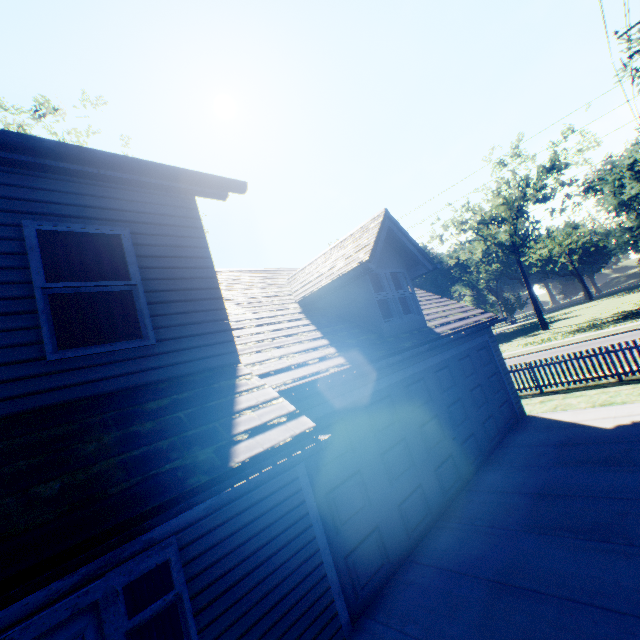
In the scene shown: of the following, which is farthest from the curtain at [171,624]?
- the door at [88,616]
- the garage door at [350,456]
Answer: the garage door at [350,456]

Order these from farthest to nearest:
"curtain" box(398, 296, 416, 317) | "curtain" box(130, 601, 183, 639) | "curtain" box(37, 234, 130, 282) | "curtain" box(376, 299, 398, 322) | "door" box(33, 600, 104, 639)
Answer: "curtain" box(398, 296, 416, 317), "curtain" box(376, 299, 398, 322), "curtain" box(37, 234, 130, 282), "curtain" box(130, 601, 183, 639), "door" box(33, 600, 104, 639)

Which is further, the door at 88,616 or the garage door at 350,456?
the garage door at 350,456

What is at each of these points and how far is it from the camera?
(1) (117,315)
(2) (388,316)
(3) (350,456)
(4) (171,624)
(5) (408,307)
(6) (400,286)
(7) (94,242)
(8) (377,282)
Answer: (1) curtain, 4.1m
(2) curtain, 8.2m
(3) garage door, 5.5m
(4) curtain, 3.5m
(5) curtain, 8.9m
(6) curtain, 9.0m
(7) curtain, 4.3m
(8) curtain, 8.3m

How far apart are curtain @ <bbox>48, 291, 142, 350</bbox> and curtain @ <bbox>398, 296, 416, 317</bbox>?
6.2 meters

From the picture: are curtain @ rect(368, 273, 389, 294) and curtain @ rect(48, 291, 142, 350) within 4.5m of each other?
no

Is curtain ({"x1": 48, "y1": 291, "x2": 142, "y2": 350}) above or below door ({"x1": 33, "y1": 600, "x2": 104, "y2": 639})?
above

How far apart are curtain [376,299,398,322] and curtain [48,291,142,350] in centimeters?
523cm
